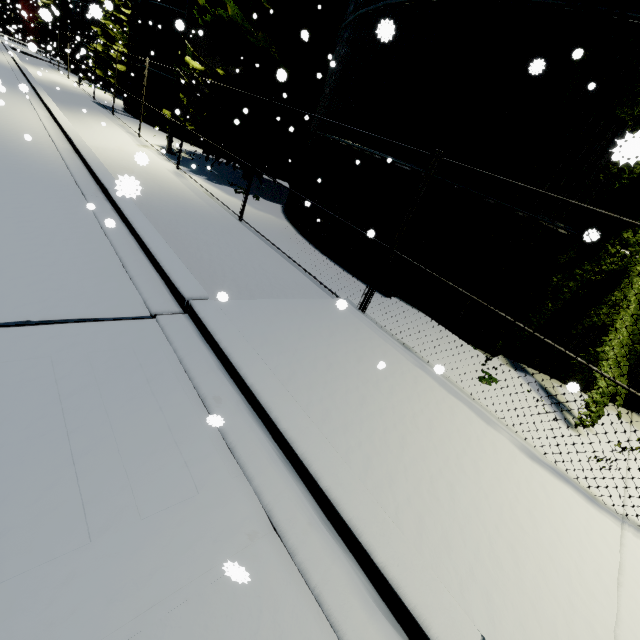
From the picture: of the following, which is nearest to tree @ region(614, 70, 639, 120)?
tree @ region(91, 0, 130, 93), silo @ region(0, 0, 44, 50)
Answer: silo @ region(0, 0, 44, 50)

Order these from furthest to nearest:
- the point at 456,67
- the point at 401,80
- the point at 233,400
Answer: the point at 401,80, the point at 456,67, the point at 233,400

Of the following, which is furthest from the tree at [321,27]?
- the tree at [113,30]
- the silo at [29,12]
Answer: the tree at [113,30]

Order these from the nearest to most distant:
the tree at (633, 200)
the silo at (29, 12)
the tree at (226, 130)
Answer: the tree at (633, 200)
the tree at (226, 130)
the silo at (29, 12)

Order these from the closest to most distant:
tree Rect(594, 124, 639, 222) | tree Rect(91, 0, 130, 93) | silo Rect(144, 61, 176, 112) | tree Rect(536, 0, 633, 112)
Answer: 1. tree Rect(594, 124, 639, 222)
2. tree Rect(536, 0, 633, 112)
3. silo Rect(144, 61, 176, 112)
4. tree Rect(91, 0, 130, 93)

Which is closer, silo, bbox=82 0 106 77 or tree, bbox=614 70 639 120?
silo, bbox=82 0 106 77

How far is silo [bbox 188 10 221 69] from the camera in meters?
17.1
